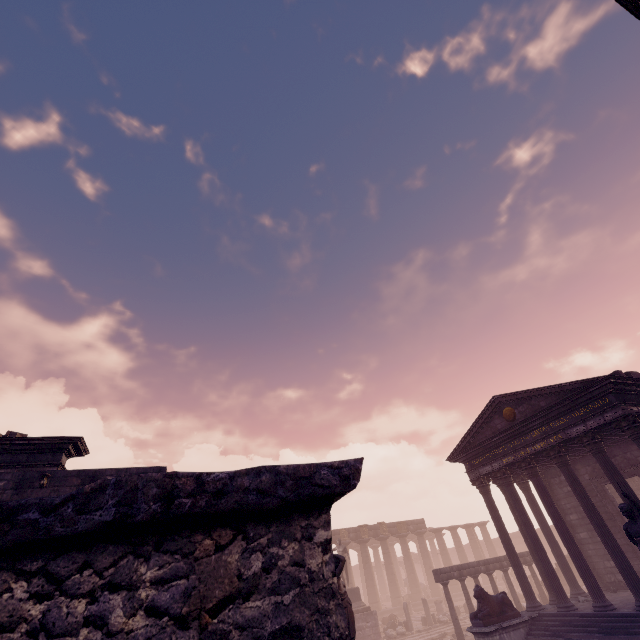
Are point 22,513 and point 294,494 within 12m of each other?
yes

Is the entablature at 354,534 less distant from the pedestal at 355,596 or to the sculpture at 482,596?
the pedestal at 355,596

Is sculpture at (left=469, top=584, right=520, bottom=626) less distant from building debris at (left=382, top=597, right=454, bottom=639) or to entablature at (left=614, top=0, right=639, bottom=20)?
building debris at (left=382, top=597, right=454, bottom=639)

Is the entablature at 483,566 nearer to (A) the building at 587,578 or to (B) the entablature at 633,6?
(A) the building at 587,578

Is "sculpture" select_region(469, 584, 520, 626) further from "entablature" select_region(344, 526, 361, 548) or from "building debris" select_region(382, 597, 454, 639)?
"entablature" select_region(344, 526, 361, 548)

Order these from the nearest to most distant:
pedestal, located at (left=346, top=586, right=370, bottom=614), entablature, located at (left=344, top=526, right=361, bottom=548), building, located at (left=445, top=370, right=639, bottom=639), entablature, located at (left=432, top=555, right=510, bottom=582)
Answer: building, located at (left=445, top=370, right=639, bottom=639) < entablature, located at (left=432, top=555, right=510, bottom=582) < pedestal, located at (left=346, top=586, right=370, bottom=614) < entablature, located at (left=344, top=526, right=361, bottom=548)

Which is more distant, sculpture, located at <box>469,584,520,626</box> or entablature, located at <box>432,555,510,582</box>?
entablature, located at <box>432,555,510,582</box>

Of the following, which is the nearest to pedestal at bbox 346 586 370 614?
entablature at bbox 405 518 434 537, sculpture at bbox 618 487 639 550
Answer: entablature at bbox 405 518 434 537
